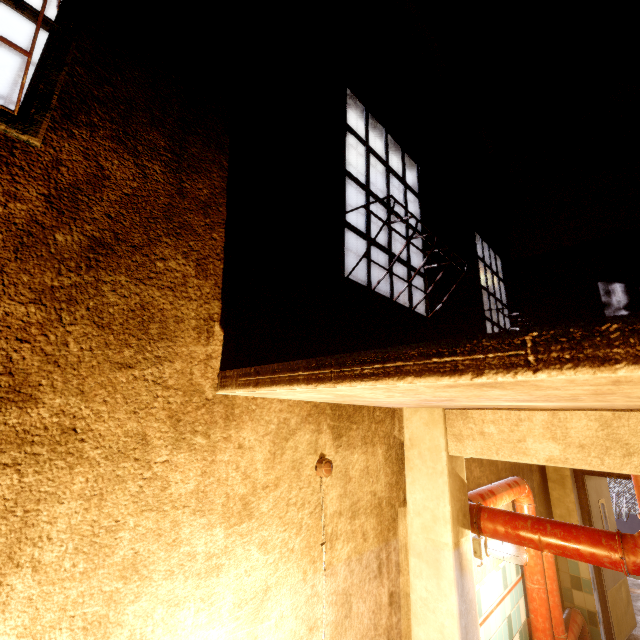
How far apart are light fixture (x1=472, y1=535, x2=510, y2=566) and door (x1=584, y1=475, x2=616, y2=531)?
3.06m

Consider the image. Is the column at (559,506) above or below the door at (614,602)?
above

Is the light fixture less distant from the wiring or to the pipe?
the pipe

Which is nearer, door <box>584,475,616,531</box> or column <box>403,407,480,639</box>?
column <box>403,407,480,639</box>

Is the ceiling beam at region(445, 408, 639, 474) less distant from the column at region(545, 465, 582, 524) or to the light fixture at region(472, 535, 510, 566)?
the column at region(545, 465, 582, 524)

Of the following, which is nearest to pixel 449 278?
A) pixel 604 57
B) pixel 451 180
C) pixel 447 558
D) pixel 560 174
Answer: pixel 451 180

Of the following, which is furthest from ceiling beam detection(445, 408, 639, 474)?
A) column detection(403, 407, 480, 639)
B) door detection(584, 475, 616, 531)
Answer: door detection(584, 475, 616, 531)

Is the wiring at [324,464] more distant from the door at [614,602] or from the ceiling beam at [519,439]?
the door at [614,602]
